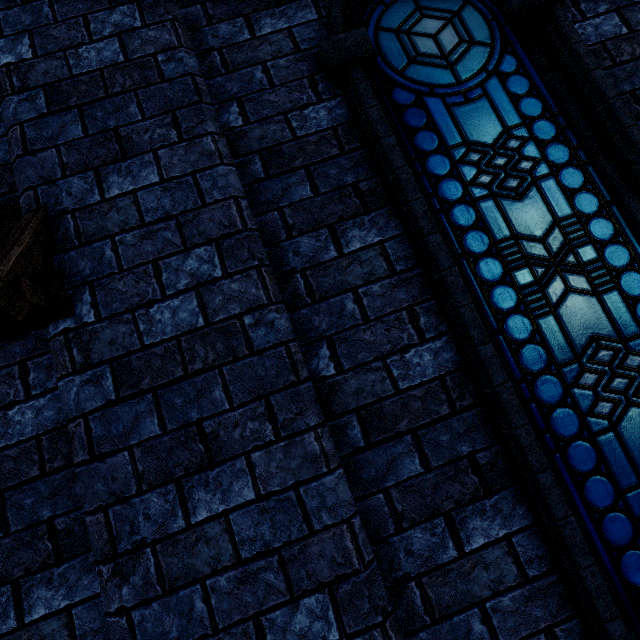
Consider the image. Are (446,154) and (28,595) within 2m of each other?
no
